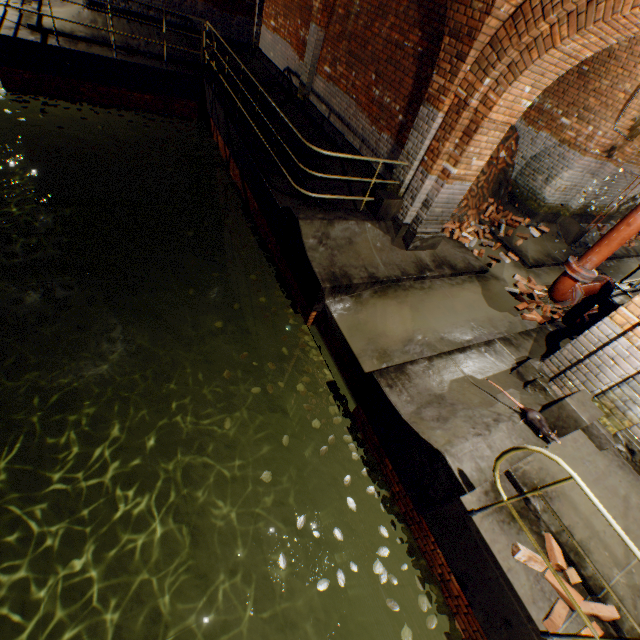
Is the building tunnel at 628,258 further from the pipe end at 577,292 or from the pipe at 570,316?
the pipe end at 577,292

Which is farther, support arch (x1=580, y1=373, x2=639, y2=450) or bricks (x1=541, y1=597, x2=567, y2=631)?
support arch (x1=580, y1=373, x2=639, y2=450)

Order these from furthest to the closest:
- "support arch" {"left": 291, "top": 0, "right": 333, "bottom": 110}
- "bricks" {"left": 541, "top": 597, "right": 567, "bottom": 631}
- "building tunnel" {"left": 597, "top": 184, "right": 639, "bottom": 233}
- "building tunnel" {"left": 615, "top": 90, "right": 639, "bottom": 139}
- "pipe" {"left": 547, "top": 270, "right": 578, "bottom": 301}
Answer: "building tunnel" {"left": 597, "top": 184, "right": 639, "bottom": 233} → "support arch" {"left": 291, "top": 0, "right": 333, "bottom": 110} → "building tunnel" {"left": 615, "top": 90, "right": 639, "bottom": 139} → "pipe" {"left": 547, "top": 270, "right": 578, "bottom": 301} → "bricks" {"left": 541, "top": 597, "right": 567, "bottom": 631}

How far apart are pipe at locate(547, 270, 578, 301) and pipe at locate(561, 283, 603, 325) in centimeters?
116cm

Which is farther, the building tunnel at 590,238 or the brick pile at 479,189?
the building tunnel at 590,238

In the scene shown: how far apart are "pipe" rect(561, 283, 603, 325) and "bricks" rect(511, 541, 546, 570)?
3.87m

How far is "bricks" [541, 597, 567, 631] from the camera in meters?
2.8 m

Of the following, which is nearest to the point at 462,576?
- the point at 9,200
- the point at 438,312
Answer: the point at 438,312
